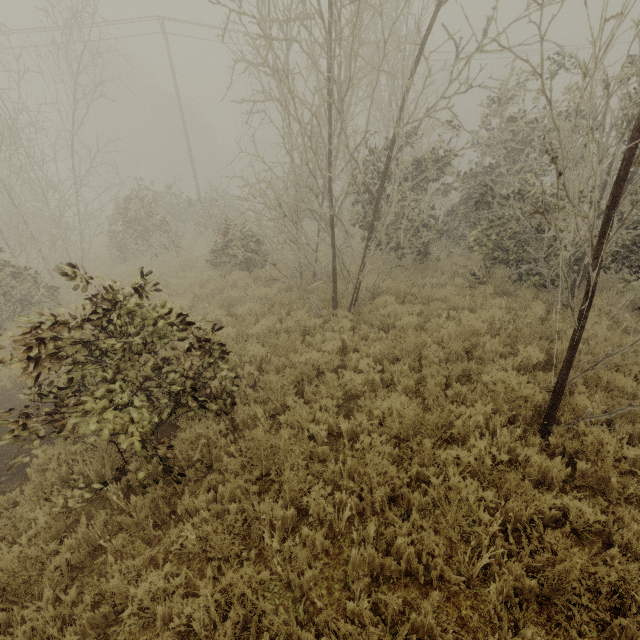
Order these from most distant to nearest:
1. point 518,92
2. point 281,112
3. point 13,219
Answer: point 13,219, point 518,92, point 281,112
